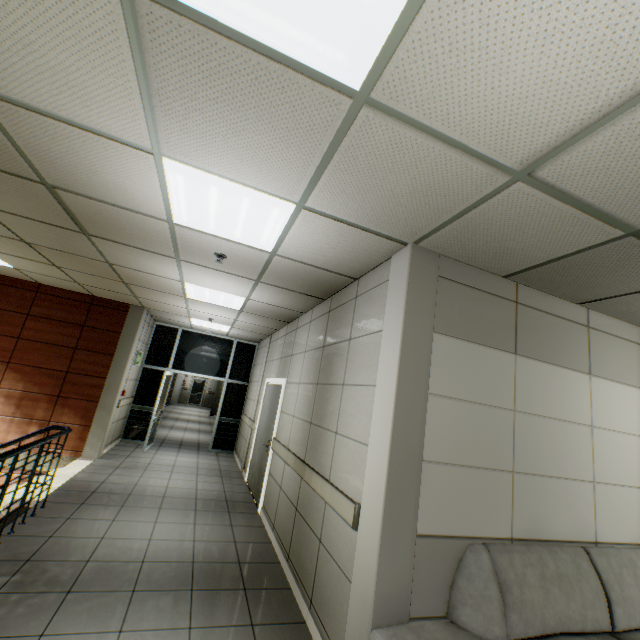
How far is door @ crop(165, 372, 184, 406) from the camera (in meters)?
19.97

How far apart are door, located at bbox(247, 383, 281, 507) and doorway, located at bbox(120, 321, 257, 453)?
2.7 meters

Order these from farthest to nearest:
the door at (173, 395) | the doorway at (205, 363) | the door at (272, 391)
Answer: the door at (173, 395) → the doorway at (205, 363) → the door at (272, 391)

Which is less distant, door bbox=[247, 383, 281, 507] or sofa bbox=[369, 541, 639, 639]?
Answer: sofa bbox=[369, 541, 639, 639]

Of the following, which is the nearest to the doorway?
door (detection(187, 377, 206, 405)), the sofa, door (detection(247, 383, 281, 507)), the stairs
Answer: the stairs

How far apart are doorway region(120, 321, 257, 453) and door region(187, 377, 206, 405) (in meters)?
16.02

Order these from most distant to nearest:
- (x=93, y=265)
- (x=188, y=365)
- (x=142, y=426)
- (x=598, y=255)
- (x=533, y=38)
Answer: (x=188, y=365)
(x=142, y=426)
(x=93, y=265)
(x=598, y=255)
(x=533, y=38)

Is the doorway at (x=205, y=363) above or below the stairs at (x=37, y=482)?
above
